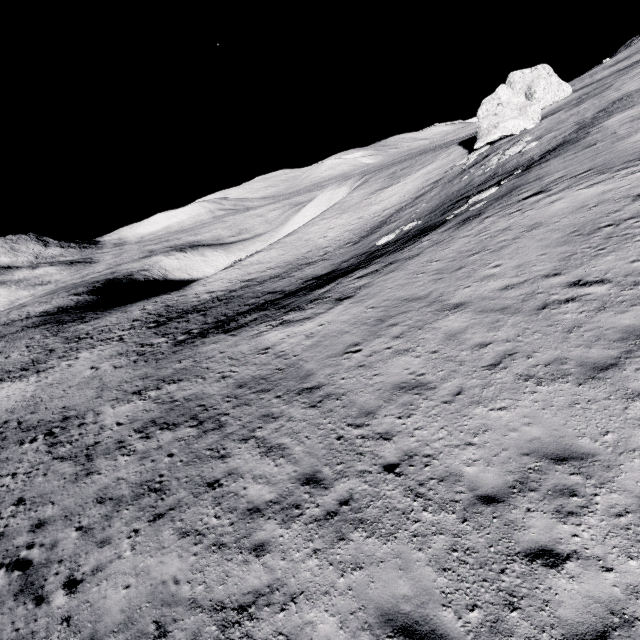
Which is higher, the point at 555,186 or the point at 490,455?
the point at 555,186

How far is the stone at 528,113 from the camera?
37.4 meters

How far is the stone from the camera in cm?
3741
